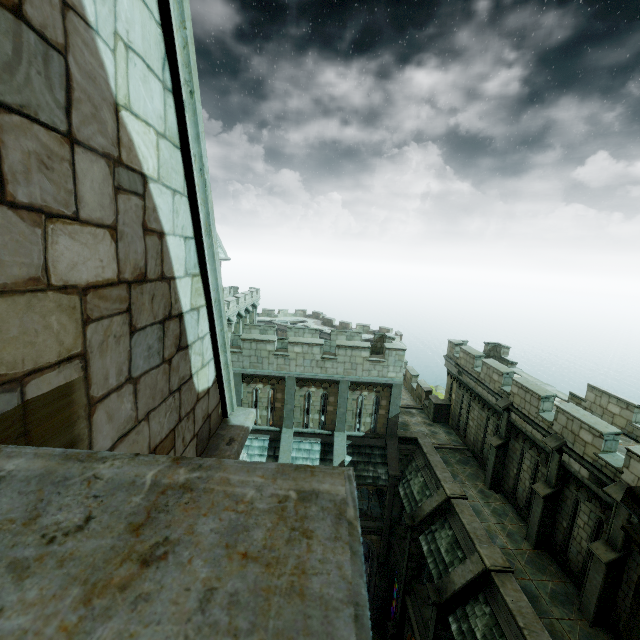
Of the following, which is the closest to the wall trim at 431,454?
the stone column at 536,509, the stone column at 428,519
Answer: the stone column at 428,519

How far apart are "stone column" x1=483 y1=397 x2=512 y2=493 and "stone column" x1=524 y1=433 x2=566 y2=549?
2.5m

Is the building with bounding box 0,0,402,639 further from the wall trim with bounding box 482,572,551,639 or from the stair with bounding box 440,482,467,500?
the stair with bounding box 440,482,467,500

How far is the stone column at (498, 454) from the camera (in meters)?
15.91

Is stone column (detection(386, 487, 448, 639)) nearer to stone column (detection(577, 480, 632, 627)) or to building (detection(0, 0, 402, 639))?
building (detection(0, 0, 402, 639))

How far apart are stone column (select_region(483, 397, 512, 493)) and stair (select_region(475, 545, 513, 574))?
4.68m

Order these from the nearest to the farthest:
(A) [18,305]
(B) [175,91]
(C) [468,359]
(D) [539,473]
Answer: (A) [18,305], (B) [175,91], (D) [539,473], (C) [468,359]

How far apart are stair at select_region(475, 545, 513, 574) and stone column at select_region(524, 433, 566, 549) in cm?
218
